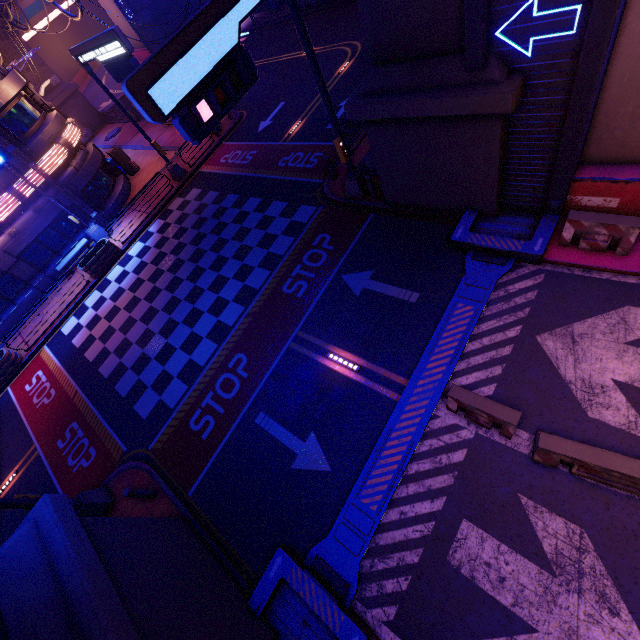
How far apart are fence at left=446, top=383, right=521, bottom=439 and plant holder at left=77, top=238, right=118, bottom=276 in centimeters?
1953cm

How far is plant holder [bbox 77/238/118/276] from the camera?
18.0 meters

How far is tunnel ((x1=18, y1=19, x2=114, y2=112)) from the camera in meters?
46.0 m

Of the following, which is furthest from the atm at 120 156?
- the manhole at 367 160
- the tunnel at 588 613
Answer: the tunnel at 588 613

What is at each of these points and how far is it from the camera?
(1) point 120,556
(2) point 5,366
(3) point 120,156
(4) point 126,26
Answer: (1) wall arch, 6.4 meters
(2) plant holder, 16.5 meters
(3) atm, 23.2 meters
(4) tunnel, 42.1 meters

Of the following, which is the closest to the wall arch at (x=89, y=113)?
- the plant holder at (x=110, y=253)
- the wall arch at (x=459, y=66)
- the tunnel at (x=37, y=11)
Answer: the tunnel at (x=37, y=11)

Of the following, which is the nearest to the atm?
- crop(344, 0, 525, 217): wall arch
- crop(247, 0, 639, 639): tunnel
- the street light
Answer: the street light

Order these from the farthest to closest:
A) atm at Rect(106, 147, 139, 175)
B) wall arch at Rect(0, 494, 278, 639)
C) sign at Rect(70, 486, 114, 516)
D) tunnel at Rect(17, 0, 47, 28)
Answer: tunnel at Rect(17, 0, 47, 28) → atm at Rect(106, 147, 139, 175) → sign at Rect(70, 486, 114, 516) → wall arch at Rect(0, 494, 278, 639)
